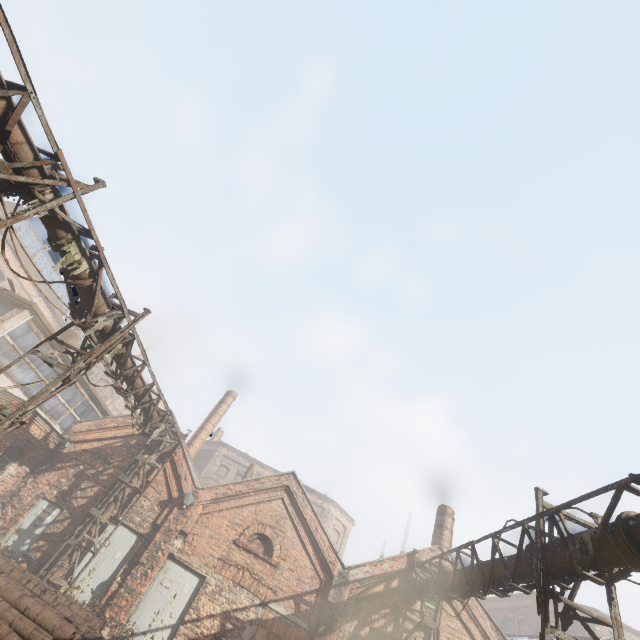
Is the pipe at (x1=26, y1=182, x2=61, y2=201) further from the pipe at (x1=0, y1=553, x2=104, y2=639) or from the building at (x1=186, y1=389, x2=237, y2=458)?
the building at (x1=186, y1=389, x2=237, y2=458)

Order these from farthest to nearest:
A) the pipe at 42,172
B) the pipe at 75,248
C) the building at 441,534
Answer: the building at 441,534
the pipe at 75,248
the pipe at 42,172

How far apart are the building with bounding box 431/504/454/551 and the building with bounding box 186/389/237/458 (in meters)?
15.02

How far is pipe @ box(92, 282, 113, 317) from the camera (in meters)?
8.19

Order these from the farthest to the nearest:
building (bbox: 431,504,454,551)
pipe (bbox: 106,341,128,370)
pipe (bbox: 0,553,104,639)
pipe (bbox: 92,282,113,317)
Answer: building (bbox: 431,504,454,551) < pipe (bbox: 106,341,128,370) < pipe (bbox: 92,282,113,317) < pipe (bbox: 0,553,104,639)

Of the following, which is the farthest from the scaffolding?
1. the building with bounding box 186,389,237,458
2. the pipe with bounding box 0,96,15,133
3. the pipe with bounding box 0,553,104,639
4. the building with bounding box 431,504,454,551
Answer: the building with bounding box 431,504,454,551

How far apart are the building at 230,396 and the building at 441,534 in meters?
15.0 m

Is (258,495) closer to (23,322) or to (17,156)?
(23,322)
